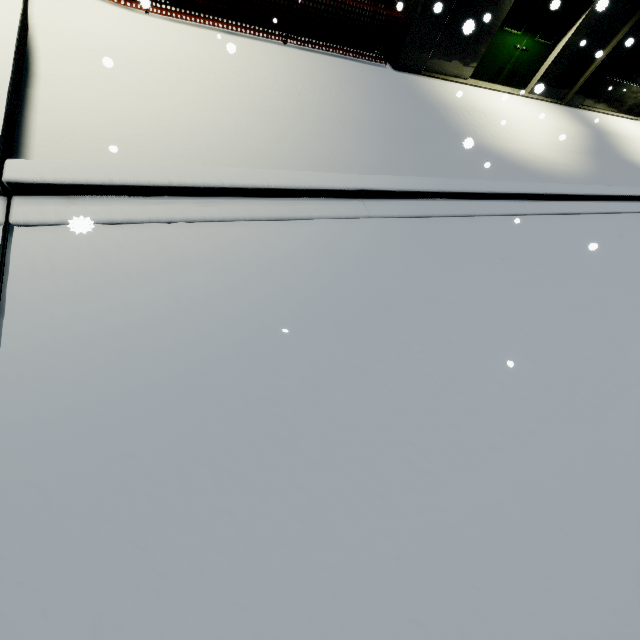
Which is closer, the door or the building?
the building

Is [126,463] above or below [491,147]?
above

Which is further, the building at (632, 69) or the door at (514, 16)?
the door at (514, 16)
